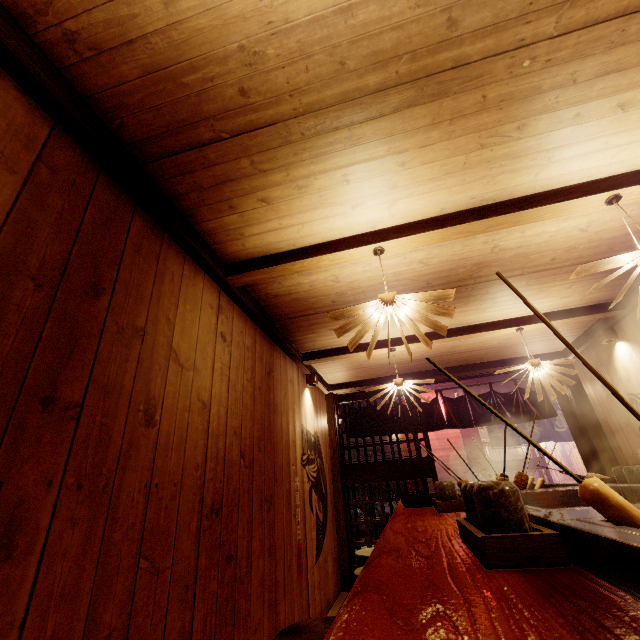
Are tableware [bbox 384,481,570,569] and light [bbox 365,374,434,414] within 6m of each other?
yes

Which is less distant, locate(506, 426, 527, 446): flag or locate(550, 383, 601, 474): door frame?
locate(550, 383, 601, 474): door frame

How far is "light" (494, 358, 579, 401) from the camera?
6.05m

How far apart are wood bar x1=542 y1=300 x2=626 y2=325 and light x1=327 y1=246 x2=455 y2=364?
3.4 meters

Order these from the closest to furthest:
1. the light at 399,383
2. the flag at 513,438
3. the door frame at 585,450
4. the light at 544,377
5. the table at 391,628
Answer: the table at 391,628 → the light at 544,377 → the light at 399,383 → the door frame at 585,450 → the flag at 513,438

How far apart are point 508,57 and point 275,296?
4.0m

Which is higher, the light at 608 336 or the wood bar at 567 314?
the wood bar at 567 314

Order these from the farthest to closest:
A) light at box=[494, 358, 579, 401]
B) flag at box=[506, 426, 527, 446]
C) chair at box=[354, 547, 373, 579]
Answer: flag at box=[506, 426, 527, 446] → light at box=[494, 358, 579, 401] → chair at box=[354, 547, 373, 579]
